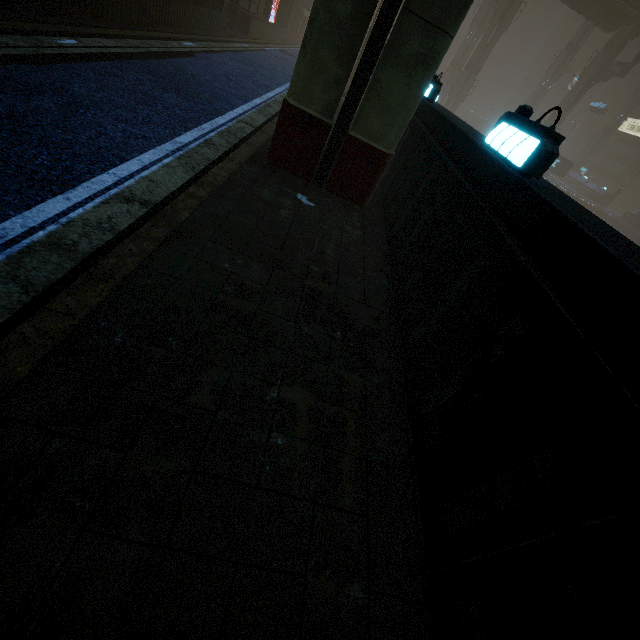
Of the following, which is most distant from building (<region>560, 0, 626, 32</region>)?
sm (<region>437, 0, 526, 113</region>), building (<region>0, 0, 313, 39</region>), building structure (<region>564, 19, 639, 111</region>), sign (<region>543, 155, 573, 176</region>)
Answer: building (<region>0, 0, 313, 39</region>)

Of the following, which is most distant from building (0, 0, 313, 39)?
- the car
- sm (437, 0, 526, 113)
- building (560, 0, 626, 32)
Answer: building (560, 0, 626, 32)

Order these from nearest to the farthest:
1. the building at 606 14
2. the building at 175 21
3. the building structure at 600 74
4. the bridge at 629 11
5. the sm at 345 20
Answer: the sm at 345 20
the building at 175 21
the bridge at 629 11
the building at 606 14
the building structure at 600 74

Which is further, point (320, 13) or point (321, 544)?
point (320, 13)

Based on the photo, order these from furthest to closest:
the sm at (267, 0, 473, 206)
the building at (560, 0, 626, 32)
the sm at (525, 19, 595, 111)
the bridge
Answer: the sm at (525, 19, 595, 111) < the building at (560, 0, 626, 32) < the bridge < the sm at (267, 0, 473, 206)

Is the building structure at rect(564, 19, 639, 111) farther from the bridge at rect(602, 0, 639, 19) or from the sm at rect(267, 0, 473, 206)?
the sm at rect(267, 0, 473, 206)

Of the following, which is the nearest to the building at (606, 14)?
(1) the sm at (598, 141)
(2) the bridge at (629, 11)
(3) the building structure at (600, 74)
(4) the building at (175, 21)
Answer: (2) the bridge at (629, 11)

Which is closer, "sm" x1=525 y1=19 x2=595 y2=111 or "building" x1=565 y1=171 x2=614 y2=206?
"sm" x1=525 y1=19 x2=595 y2=111
